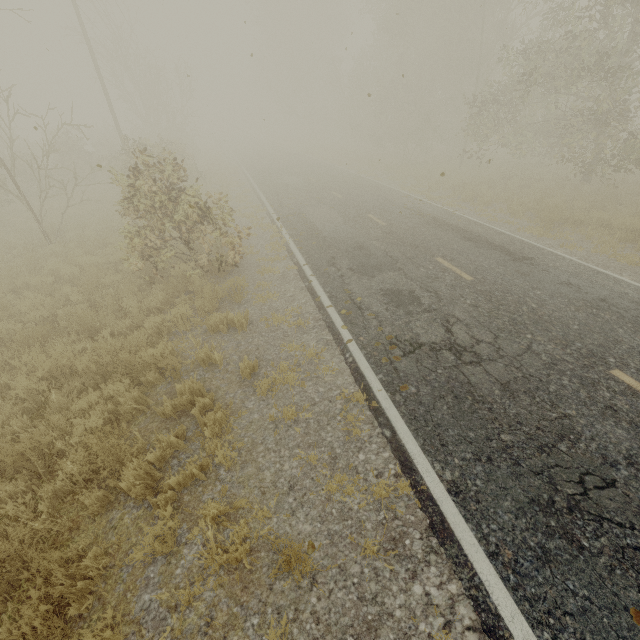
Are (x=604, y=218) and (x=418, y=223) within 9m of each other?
yes

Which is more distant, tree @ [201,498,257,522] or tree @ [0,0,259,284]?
tree @ [0,0,259,284]

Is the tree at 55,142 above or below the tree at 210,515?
above

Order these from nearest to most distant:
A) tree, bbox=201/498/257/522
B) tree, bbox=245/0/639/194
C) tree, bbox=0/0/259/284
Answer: tree, bbox=201/498/257/522, tree, bbox=0/0/259/284, tree, bbox=245/0/639/194

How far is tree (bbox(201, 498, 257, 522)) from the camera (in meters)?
3.64

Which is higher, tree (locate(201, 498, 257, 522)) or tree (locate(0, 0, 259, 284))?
tree (locate(0, 0, 259, 284))

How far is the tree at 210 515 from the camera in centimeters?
364cm

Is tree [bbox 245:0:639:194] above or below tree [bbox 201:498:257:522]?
above
